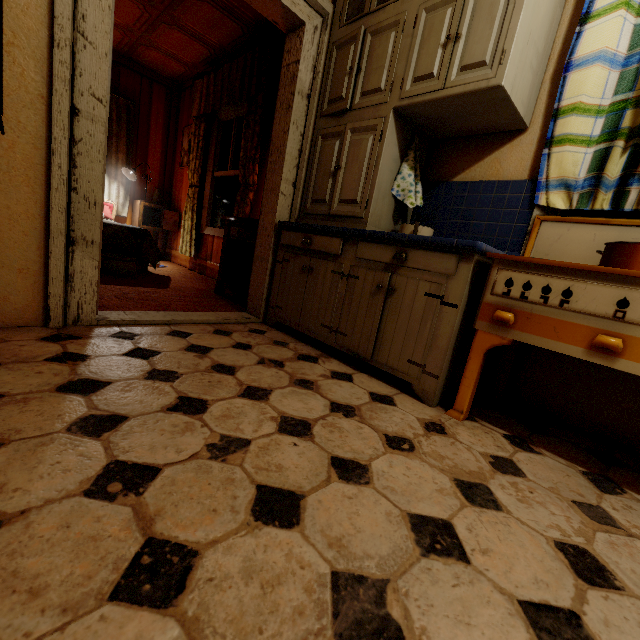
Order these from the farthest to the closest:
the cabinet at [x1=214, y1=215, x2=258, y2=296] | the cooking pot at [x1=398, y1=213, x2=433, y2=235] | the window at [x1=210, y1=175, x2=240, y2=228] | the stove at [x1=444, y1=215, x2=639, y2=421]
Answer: the window at [x1=210, y1=175, x2=240, y2=228], the cabinet at [x1=214, y1=215, x2=258, y2=296], the cooking pot at [x1=398, y1=213, x2=433, y2=235], the stove at [x1=444, y1=215, x2=639, y2=421]

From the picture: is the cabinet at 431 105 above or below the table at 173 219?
above

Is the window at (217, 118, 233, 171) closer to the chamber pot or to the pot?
the chamber pot

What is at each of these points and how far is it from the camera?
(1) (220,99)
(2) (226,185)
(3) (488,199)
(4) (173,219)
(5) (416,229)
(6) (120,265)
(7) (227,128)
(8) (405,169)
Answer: (1) curtain, 4.0 meters
(2) window, 4.4 meters
(3) counter, 2.0 meters
(4) table, 5.4 meters
(5) cooking pot, 2.0 meters
(6) chamber pot, 3.4 meters
(7) window, 4.3 meters
(8) hand towel, 2.1 meters

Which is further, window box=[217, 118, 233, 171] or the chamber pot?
window box=[217, 118, 233, 171]

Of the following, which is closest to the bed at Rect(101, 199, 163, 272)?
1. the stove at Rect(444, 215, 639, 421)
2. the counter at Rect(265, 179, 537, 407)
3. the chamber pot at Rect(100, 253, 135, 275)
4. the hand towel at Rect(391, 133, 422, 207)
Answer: the chamber pot at Rect(100, 253, 135, 275)

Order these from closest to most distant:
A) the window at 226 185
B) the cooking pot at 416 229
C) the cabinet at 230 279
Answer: the cooking pot at 416 229 → the cabinet at 230 279 → the window at 226 185

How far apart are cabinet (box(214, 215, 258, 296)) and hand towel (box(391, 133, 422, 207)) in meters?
1.2 m
